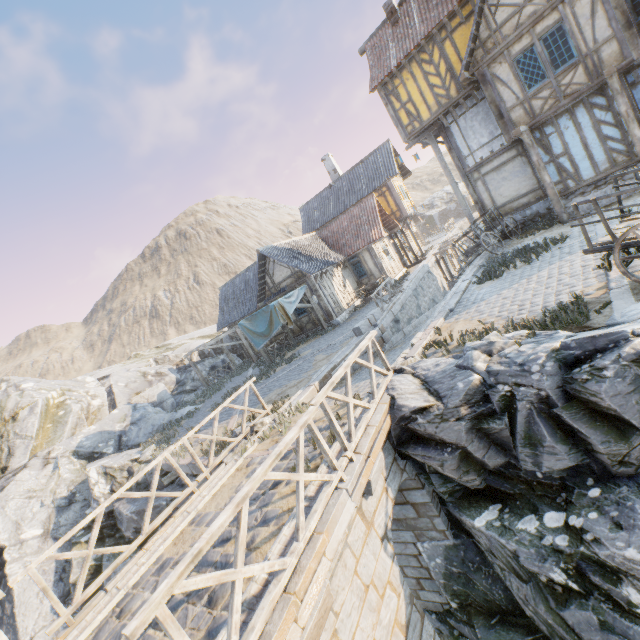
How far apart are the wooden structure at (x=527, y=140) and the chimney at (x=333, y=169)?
18.1 meters

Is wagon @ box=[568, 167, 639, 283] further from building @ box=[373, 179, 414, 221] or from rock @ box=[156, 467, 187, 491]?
building @ box=[373, 179, 414, 221]

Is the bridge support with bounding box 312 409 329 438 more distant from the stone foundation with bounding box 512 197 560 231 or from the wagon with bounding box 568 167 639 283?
the stone foundation with bounding box 512 197 560 231

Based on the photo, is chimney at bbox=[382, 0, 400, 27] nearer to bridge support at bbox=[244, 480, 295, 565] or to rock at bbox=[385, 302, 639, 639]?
rock at bbox=[385, 302, 639, 639]

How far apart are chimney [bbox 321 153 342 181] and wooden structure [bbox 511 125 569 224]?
18.1 meters

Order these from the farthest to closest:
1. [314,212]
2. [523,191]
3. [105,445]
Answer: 1. [314,212]
2. [105,445]
3. [523,191]

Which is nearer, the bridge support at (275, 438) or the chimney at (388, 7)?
the bridge support at (275, 438)

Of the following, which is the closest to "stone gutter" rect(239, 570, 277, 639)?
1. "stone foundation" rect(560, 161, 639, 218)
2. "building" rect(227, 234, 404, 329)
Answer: "stone foundation" rect(560, 161, 639, 218)
